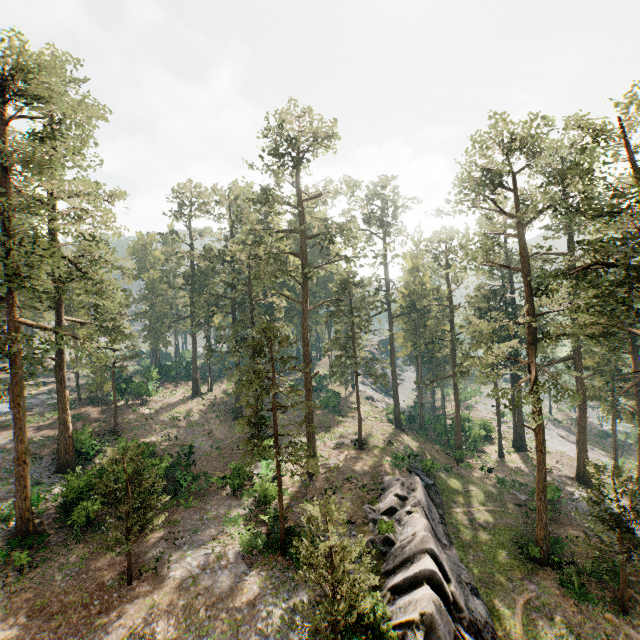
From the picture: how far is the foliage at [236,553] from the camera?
18.3m

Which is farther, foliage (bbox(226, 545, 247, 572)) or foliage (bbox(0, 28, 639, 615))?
foliage (bbox(0, 28, 639, 615))

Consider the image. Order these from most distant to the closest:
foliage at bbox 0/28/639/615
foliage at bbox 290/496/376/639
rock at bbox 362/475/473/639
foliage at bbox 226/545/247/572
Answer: foliage at bbox 0/28/639/615
foliage at bbox 226/545/247/572
rock at bbox 362/475/473/639
foliage at bbox 290/496/376/639

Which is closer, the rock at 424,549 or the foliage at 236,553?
the rock at 424,549

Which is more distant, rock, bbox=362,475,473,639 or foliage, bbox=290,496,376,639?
rock, bbox=362,475,473,639

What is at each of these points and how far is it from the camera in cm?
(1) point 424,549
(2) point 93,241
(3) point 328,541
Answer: (1) rock, 1795
(2) foliage, 2183
(3) foliage, 1234
